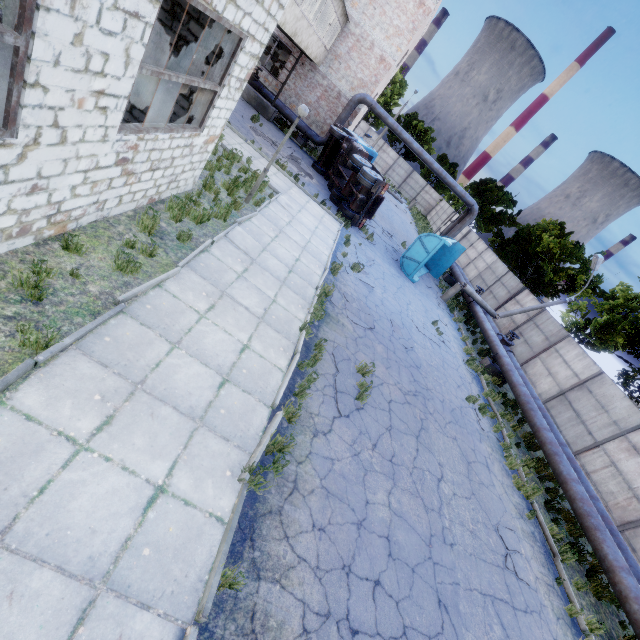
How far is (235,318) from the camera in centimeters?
676cm

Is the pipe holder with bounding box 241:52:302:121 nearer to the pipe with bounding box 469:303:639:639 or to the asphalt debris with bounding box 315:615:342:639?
the pipe with bounding box 469:303:639:639

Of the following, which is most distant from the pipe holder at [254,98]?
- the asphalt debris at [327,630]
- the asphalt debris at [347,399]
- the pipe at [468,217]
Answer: the asphalt debris at [327,630]

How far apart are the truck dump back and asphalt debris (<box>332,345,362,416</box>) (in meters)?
11.21

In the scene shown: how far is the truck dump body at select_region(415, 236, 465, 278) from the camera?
21.97m

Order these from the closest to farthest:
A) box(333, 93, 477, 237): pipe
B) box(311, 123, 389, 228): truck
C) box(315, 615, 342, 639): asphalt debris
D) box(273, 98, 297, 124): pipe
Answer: box(315, 615, 342, 639): asphalt debris < box(311, 123, 389, 228): truck < box(333, 93, 477, 237): pipe < box(273, 98, 297, 124): pipe

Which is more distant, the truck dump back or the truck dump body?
the truck dump body

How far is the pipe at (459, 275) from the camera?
23.3 meters
